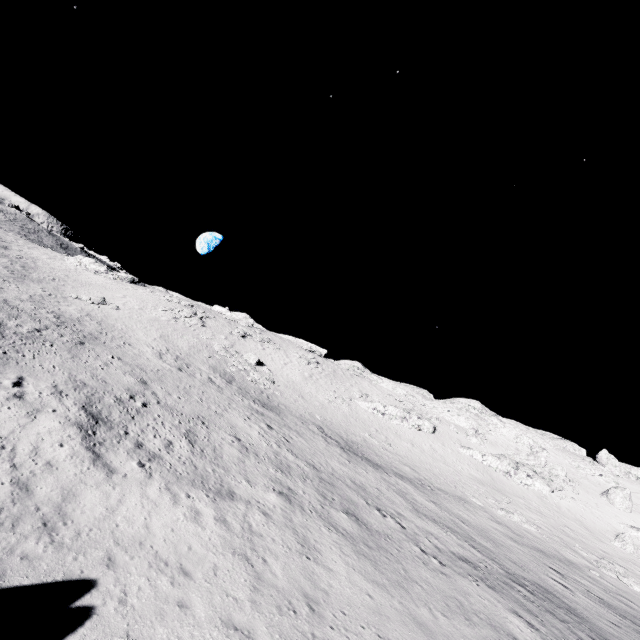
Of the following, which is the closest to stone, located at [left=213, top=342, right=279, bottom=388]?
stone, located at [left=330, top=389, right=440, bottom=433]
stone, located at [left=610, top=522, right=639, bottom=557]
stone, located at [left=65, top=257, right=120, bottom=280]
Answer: stone, located at [left=330, top=389, right=440, bottom=433]

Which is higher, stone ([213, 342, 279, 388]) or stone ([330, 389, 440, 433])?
stone ([330, 389, 440, 433])

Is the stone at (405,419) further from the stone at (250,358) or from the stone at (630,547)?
the stone at (630,547)

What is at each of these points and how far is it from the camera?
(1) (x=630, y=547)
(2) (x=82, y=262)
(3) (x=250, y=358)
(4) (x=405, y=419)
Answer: (1) stone, 33.00m
(2) stone, 58.03m
(3) stone, 46.03m
(4) stone, 48.75m

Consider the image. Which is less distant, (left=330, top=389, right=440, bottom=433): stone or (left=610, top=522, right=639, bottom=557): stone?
(left=610, top=522, right=639, bottom=557): stone

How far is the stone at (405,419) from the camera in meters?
48.2

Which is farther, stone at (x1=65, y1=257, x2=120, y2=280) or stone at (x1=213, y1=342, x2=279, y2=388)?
stone at (x1=65, y1=257, x2=120, y2=280)

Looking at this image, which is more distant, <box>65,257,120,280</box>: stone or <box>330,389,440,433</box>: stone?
<box>65,257,120,280</box>: stone
